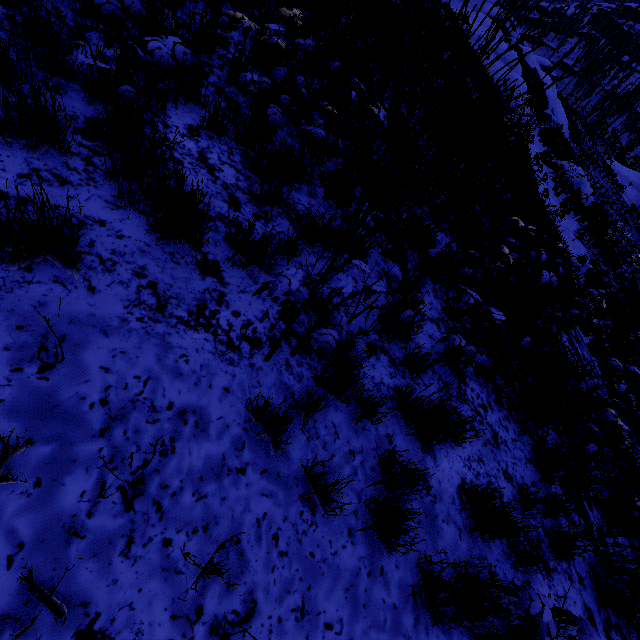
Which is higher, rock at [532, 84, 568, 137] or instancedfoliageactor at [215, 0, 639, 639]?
rock at [532, 84, 568, 137]

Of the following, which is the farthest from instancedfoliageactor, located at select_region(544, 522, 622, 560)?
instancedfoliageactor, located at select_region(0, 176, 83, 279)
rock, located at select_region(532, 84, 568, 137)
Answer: rock, located at select_region(532, 84, 568, 137)

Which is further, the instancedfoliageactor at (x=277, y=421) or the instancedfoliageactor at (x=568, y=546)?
the instancedfoliageactor at (x=568, y=546)

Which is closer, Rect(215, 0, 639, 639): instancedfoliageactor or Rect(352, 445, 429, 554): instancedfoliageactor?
Rect(215, 0, 639, 639): instancedfoliageactor

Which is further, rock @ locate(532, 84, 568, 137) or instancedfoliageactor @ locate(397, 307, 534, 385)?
rock @ locate(532, 84, 568, 137)

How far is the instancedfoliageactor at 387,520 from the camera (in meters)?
2.10

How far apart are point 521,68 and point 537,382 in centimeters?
2932cm

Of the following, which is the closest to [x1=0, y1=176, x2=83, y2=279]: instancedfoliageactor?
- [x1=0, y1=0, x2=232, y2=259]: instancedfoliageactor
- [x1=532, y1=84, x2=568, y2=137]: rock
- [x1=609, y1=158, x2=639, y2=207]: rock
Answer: [x1=0, y1=0, x2=232, y2=259]: instancedfoliageactor
